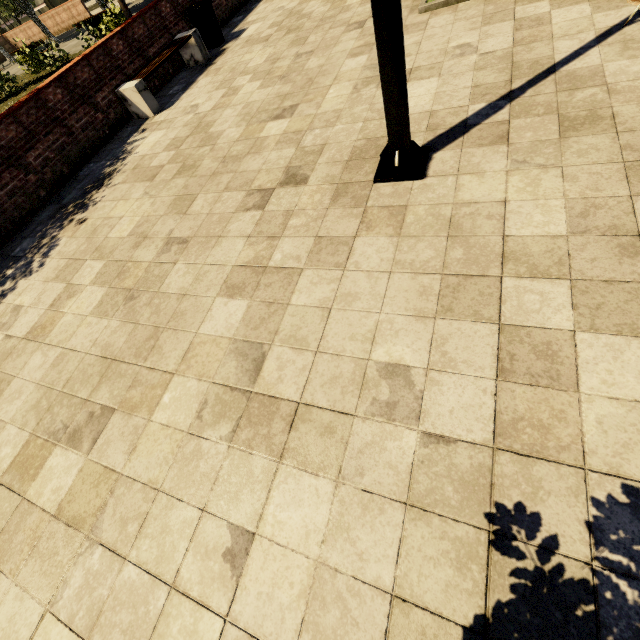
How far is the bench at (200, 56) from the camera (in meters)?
6.60

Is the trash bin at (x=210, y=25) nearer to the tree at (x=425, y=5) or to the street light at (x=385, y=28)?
the tree at (x=425, y=5)

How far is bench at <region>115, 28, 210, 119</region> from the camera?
6.60m

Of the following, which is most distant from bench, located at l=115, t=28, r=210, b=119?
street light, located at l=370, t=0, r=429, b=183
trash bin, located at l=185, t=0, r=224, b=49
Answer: street light, located at l=370, t=0, r=429, b=183

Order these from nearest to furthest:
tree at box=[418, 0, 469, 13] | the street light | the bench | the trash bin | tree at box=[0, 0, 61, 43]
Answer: the street light < tree at box=[418, 0, 469, 13] < the bench < the trash bin < tree at box=[0, 0, 61, 43]

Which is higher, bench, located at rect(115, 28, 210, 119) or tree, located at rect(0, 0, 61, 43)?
tree, located at rect(0, 0, 61, 43)

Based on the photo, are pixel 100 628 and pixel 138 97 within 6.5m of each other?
no
